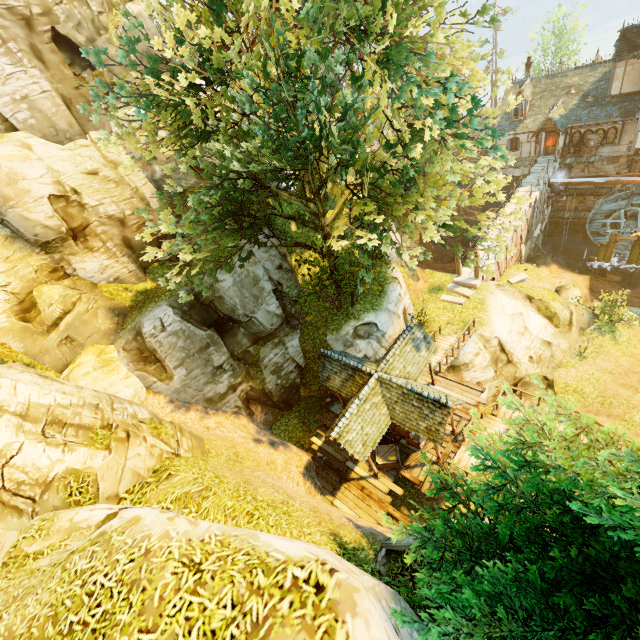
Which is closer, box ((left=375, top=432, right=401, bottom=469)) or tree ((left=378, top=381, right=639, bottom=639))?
tree ((left=378, top=381, right=639, bottom=639))

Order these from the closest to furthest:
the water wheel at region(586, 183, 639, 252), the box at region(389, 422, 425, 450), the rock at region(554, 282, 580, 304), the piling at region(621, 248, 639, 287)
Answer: the box at region(389, 422, 425, 450) < the rock at region(554, 282, 580, 304) < the water wheel at region(586, 183, 639, 252) < the piling at region(621, 248, 639, 287)

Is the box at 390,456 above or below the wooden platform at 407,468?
above

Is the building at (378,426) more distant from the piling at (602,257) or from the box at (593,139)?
the box at (593,139)

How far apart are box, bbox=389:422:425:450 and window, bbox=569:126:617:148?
31.6 meters

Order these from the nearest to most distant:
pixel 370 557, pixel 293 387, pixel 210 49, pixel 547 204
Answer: pixel 370 557 → pixel 210 49 → pixel 293 387 → pixel 547 204

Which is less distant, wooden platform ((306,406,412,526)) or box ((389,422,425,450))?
wooden platform ((306,406,412,526))

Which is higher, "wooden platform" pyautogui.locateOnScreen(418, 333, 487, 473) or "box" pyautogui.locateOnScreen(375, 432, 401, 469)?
"box" pyautogui.locateOnScreen(375, 432, 401, 469)
